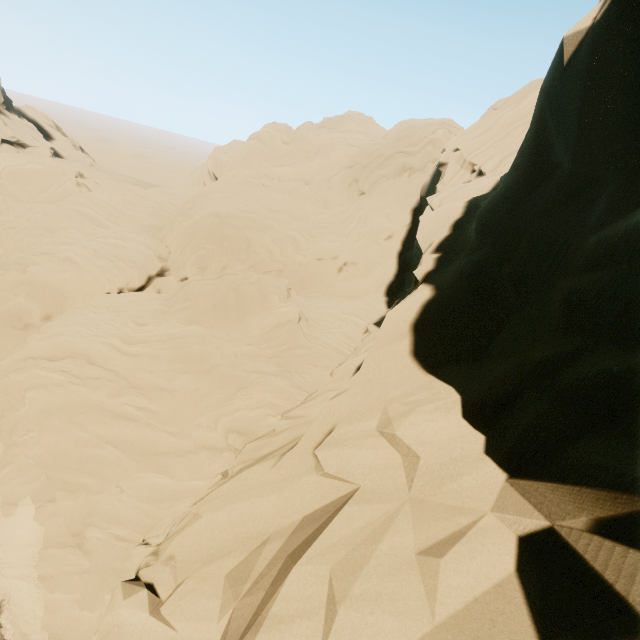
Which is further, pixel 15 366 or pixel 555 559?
pixel 15 366
